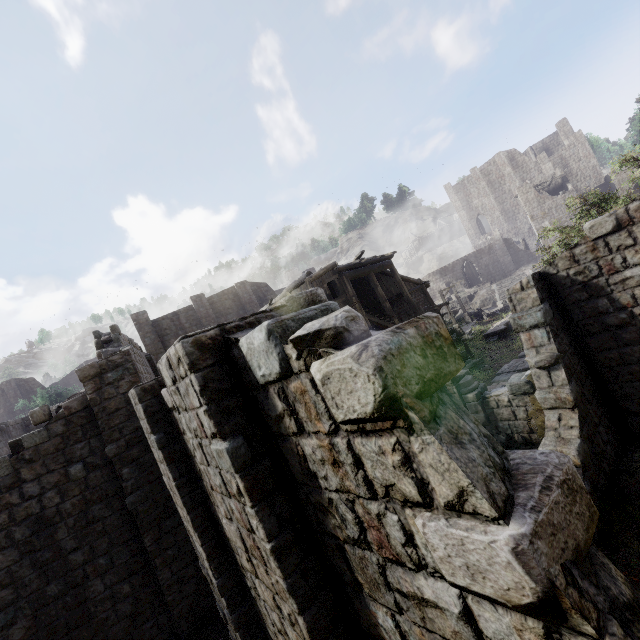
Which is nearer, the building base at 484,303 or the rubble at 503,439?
the rubble at 503,439

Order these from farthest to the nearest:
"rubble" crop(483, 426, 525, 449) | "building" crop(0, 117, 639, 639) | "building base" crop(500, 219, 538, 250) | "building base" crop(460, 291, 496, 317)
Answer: "building base" crop(500, 219, 538, 250), "building base" crop(460, 291, 496, 317), "rubble" crop(483, 426, 525, 449), "building" crop(0, 117, 639, 639)

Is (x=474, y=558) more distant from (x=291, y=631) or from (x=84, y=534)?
(x=84, y=534)

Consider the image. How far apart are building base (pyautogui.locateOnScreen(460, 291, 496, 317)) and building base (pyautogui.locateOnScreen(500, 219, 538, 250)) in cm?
2042

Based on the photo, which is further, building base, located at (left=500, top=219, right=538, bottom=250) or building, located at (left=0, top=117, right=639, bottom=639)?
building base, located at (left=500, top=219, right=538, bottom=250)

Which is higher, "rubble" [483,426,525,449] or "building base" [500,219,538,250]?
"building base" [500,219,538,250]

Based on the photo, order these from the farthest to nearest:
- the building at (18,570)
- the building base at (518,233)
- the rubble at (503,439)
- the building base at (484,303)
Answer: the building base at (518,233) < the building base at (484,303) < the rubble at (503,439) < the building at (18,570)

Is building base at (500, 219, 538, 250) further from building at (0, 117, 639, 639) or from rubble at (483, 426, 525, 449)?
rubble at (483, 426, 525, 449)
